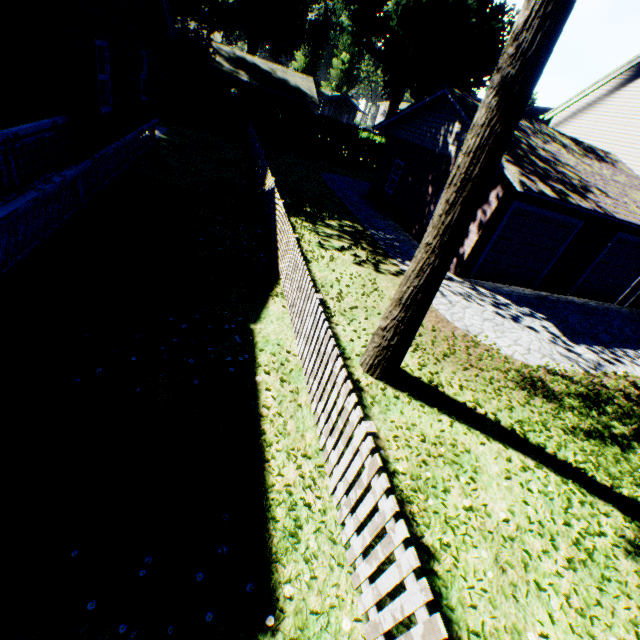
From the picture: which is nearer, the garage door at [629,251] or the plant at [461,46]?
the garage door at [629,251]

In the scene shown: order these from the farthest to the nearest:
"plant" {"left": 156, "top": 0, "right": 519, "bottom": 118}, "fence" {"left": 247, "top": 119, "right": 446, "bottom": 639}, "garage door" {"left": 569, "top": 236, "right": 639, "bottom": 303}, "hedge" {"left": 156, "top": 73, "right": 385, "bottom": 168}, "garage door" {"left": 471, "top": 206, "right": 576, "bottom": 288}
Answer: "plant" {"left": 156, "top": 0, "right": 519, "bottom": 118} < "hedge" {"left": 156, "top": 73, "right": 385, "bottom": 168} < "garage door" {"left": 569, "top": 236, "right": 639, "bottom": 303} < "garage door" {"left": 471, "top": 206, "right": 576, "bottom": 288} < "fence" {"left": 247, "top": 119, "right": 446, "bottom": 639}

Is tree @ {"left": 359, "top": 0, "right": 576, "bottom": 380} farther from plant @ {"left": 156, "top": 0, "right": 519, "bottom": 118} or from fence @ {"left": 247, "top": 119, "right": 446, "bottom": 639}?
plant @ {"left": 156, "top": 0, "right": 519, "bottom": 118}

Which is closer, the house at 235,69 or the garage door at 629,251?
the garage door at 629,251

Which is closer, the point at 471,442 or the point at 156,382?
the point at 156,382

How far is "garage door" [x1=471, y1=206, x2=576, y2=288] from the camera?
11.3 meters

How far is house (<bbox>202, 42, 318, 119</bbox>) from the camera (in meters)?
31.23

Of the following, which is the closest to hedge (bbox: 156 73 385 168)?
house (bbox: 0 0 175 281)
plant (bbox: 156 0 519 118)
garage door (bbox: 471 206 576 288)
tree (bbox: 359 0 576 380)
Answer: plant (bbox: 156 0 519 118)
